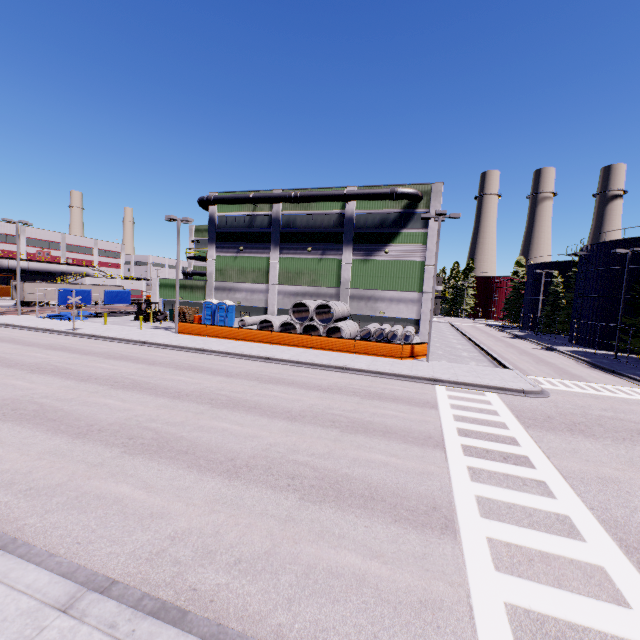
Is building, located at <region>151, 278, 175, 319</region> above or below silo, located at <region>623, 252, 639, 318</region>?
below

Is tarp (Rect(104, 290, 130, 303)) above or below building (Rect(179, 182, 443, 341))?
below

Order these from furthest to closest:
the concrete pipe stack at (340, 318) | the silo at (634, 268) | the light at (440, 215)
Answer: the silo at (634, 268), the concrete pipe stack at (340, 318), the light at (440, 215)

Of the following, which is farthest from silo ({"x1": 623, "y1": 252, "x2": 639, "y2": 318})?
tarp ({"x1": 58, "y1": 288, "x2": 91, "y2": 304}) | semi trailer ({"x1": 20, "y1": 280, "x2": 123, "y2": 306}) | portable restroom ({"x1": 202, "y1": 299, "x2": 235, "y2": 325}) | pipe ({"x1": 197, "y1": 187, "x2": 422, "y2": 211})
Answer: semi trailer ({"x1": 20, "y1": 280, "x2": 123, "y2": 306})

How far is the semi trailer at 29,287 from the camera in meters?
45.3 m

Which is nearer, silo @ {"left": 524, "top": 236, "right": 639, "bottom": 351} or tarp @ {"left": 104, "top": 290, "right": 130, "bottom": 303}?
silo @ {"left": 524, "top": 236, "right": 639, "bottom": 351}

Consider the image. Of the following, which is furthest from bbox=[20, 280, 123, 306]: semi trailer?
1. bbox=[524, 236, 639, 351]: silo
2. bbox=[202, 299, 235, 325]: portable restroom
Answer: bbox=[524, 236, 639, 351]: silo

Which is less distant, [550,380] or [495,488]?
[495,488]
